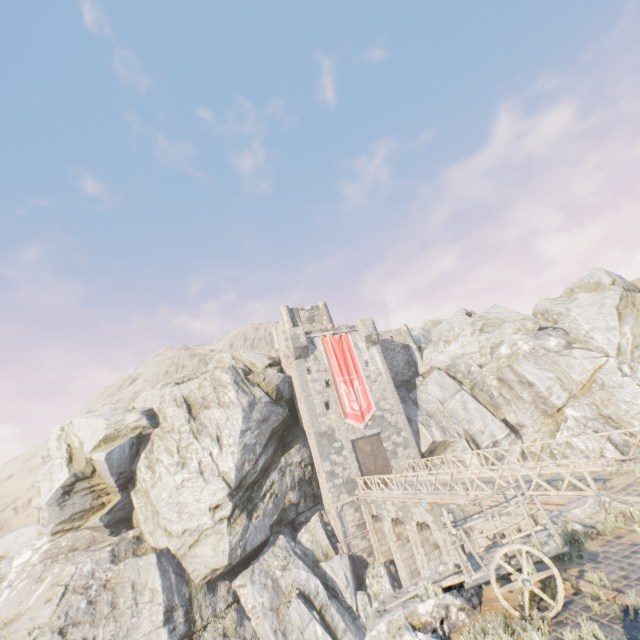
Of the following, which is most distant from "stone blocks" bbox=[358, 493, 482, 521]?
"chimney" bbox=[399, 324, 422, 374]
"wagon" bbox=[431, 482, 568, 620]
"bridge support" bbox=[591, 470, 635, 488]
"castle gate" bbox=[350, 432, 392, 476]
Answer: "chimney" bbox=[399, 324, 422, 374]

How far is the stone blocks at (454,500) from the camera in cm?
1522

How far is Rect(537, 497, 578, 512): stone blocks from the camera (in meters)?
10.69

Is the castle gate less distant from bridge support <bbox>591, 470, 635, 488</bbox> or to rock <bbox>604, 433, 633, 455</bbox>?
rock <bbox>604, 433, 633, 455</bbox>

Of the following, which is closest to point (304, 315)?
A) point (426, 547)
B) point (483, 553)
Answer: point (426, 547)

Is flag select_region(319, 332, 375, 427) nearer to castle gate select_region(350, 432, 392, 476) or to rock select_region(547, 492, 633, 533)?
castle gate select_region(350, 432, 392, 476)

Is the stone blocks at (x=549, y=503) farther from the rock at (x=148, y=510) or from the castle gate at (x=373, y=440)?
the castle gate at (x=373, y=440)

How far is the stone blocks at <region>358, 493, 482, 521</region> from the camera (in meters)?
15.22
